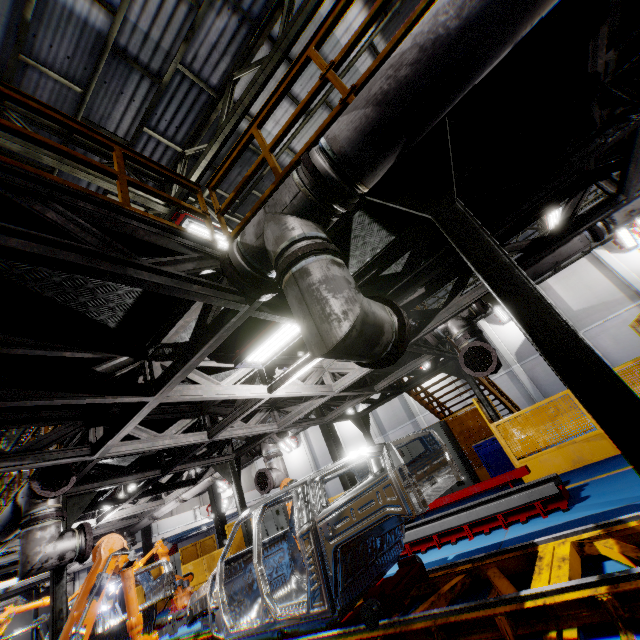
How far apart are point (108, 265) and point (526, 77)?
4.26m

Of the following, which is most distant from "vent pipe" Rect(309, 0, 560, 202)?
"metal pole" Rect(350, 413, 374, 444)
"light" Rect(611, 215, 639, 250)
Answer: "light" Rect(611, 215, 639, 250)

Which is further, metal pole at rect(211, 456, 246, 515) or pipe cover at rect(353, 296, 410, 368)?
metal pole at rect(211, 456, 246, 515)

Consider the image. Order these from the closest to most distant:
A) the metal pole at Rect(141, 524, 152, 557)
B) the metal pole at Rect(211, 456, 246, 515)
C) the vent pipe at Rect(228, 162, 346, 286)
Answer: the vent pipe at Rect(228, 162, 346, 286) → the metal pole at Rect(211, 456, 246, 515) → the metal pole at Rect(141, 524, 152, 557)

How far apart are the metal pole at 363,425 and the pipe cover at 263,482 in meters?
3.6 m

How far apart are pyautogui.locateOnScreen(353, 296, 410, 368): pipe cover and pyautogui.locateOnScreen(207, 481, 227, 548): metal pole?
16.8 meters

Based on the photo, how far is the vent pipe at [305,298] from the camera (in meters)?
1.95

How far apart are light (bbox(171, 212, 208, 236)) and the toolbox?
8.43m
